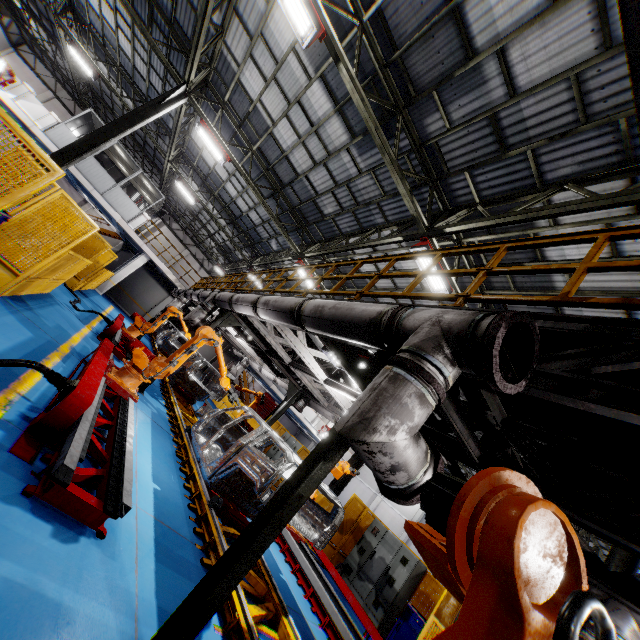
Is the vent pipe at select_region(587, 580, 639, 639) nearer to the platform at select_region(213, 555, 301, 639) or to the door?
the platform at select_region(213, 555, 301, 639)

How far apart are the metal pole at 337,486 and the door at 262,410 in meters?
26.5

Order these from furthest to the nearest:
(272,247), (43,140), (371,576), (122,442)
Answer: (272,247), (43,140), (371,576), (122,442)

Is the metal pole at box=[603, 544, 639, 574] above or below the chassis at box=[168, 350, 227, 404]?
above

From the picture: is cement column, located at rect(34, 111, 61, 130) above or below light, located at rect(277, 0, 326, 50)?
below

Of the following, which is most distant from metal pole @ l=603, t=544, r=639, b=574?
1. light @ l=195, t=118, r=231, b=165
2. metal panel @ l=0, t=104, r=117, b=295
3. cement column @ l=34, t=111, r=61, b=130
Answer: cement column @ l=34, t=111, r=61, b=130

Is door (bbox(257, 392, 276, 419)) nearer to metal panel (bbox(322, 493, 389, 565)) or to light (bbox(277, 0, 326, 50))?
metal panel (bbox(322, 493, 389, 565))

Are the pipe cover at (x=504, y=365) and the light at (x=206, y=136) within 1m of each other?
no
